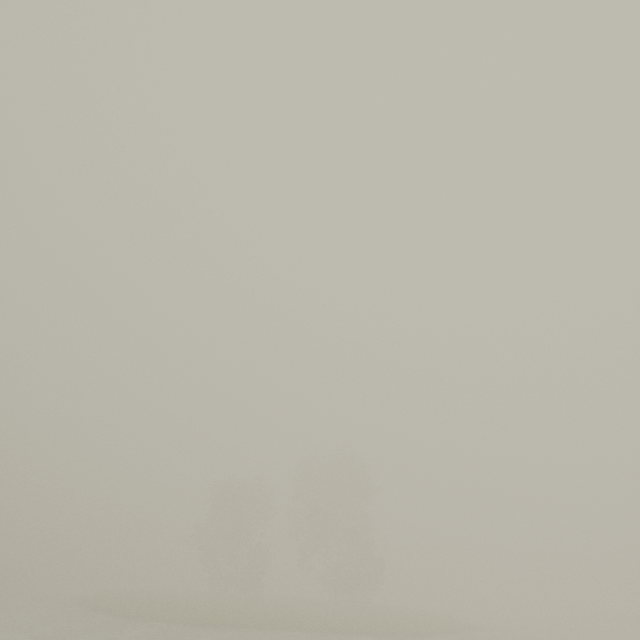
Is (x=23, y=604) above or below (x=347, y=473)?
below
